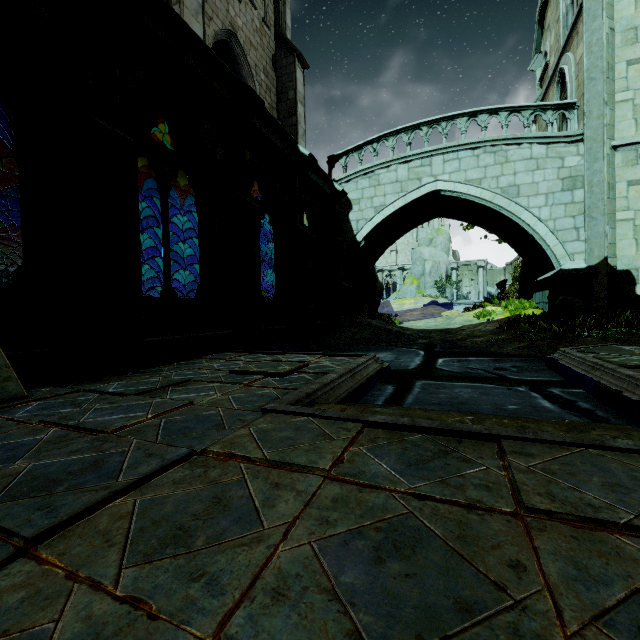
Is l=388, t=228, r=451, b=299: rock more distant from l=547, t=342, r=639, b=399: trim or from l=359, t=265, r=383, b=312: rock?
l=547, t=342, r=639, b=399: trim

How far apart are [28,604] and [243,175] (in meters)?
8.03

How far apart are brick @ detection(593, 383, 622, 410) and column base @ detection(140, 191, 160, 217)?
18.61m

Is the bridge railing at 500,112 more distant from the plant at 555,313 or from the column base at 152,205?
the column base at 152,205

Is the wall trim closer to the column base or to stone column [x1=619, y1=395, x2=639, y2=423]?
the column base

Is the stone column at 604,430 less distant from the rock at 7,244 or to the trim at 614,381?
the trim at 614,381

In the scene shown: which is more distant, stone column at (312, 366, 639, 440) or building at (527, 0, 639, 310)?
building at (527, 0, 639, 310)

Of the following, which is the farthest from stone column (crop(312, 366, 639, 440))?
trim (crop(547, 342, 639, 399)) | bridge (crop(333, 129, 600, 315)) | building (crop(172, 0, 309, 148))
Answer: bridge (crop(333, 129, 600, 315))
